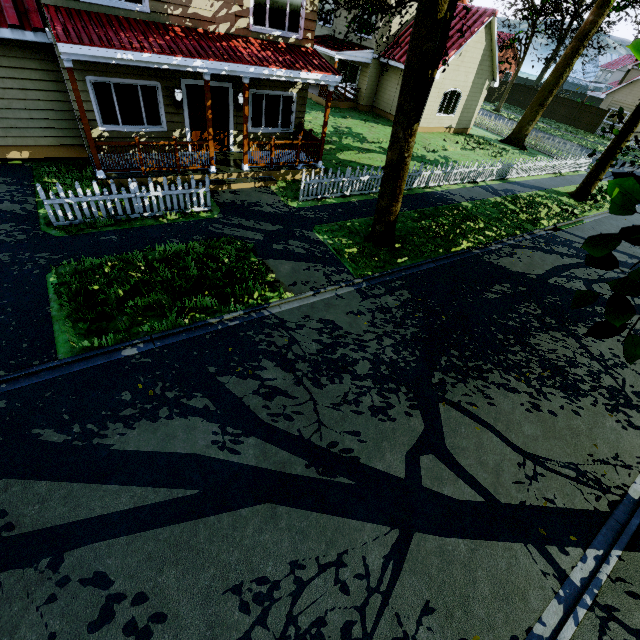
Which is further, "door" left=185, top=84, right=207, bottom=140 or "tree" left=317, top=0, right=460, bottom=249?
"door" left=185, top=84, right=207, bottom=140

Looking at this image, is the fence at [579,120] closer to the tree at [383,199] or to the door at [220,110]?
the tree at [383,199]

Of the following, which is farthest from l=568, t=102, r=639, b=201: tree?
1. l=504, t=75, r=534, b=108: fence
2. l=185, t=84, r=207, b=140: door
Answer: l=185, t=84, r=207, b=140: door

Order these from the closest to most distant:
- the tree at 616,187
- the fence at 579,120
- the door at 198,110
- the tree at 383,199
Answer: the tree at 616,187, the tree at 383,199, the door at 198,110, the fence at 579,120

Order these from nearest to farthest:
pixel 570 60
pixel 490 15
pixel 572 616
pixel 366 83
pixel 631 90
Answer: pixel 572 616 → pixel 490 15 → pixel 570 60 → pixel 366 83 → pixel 631 90

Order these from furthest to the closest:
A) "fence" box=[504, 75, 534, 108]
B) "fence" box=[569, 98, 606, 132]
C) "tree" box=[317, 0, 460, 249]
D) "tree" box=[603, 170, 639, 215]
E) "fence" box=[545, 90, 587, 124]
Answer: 1. "fence" box=[504, 75, 534, 108]
2. "fence" box=[545, 90, 587, 124]
3. "fence" box=[569, 98, 606, 132]
4. "tree" box=[317, 0, 460, 249]
5. "tree" box=[603, 170, 639, 215]

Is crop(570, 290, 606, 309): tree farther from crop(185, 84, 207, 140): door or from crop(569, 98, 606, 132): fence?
crop(185, 84, 207, 140): door

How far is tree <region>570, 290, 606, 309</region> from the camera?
1.62m
